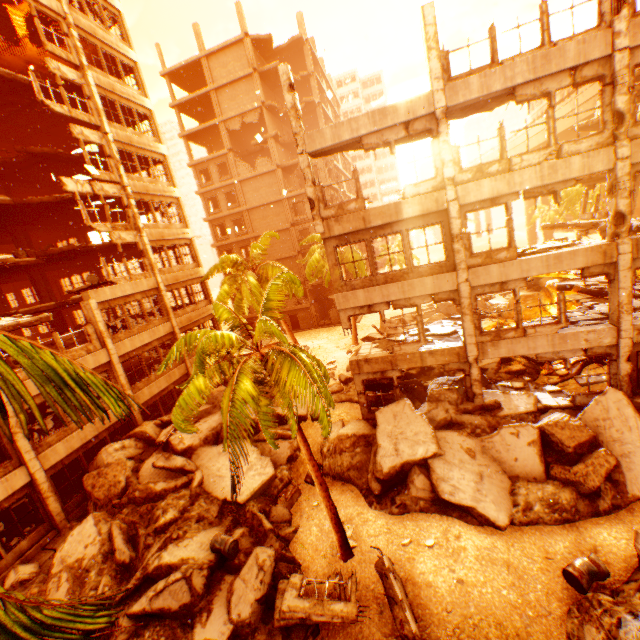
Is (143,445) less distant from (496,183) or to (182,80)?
(496,183)

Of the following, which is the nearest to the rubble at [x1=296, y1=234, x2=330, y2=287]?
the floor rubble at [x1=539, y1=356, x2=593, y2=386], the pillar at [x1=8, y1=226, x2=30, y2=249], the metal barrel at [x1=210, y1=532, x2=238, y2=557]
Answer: the metal barrel at [x1=210, y1=532, x2=238, y2=557]

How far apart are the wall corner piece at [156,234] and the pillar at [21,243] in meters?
9.8 m

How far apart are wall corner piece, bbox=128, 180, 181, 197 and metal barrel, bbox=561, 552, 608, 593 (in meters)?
25.45

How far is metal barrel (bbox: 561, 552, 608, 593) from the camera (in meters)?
7.57

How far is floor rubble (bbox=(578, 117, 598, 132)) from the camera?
19.3 meters

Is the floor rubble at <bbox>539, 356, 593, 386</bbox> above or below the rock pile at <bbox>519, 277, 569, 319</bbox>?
below

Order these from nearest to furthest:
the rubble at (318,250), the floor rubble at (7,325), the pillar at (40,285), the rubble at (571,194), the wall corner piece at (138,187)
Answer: the floor rubble at (7,325)
the wall corner piece at (138,187)
the pillar at (40,285)
the rubble at (318,250)
the rubble at (571,194)
